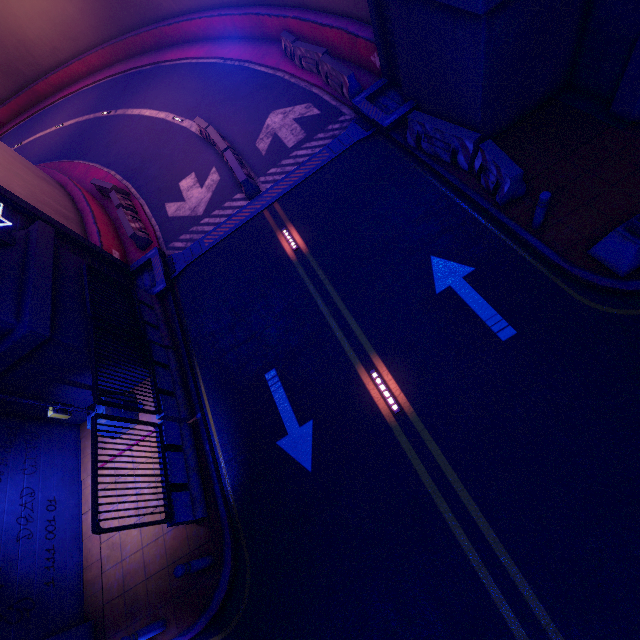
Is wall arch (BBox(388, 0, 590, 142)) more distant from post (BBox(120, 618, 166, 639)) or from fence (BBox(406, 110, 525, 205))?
post (BBox(120, 618, 166, 639))

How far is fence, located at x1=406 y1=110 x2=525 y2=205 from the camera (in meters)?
7.93

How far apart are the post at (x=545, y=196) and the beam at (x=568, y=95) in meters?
3.5

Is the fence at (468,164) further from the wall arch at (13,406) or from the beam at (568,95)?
the beam at (568,95)

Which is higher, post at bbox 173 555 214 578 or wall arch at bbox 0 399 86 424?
wall arch at bbox 0 399 86 424

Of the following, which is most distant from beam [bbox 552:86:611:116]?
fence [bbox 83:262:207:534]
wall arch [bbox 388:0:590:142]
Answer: fence [bbox 83:262:207:534]

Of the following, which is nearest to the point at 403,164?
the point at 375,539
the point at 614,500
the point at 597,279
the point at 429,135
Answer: the point at 429,135

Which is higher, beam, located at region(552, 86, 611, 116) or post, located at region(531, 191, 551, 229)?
post, located at region(531, 191, 551, 229)
